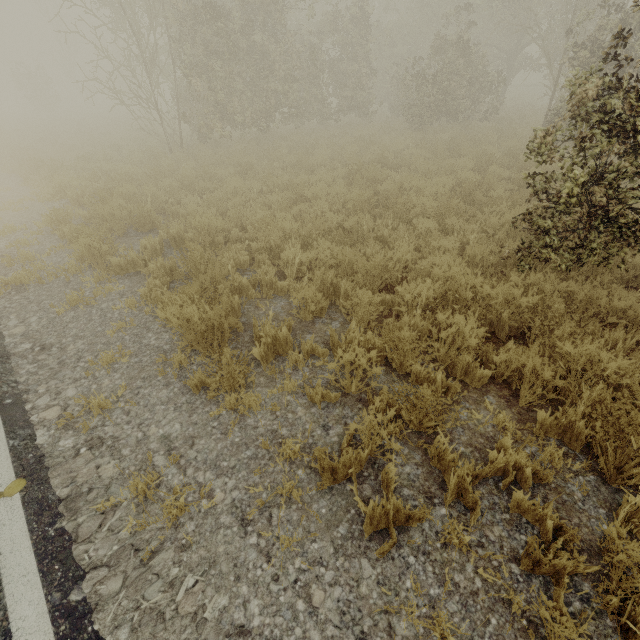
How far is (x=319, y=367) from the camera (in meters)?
3.62

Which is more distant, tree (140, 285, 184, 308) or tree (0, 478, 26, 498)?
tree (140, 285, 184, 308)

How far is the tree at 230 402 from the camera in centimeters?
311cm

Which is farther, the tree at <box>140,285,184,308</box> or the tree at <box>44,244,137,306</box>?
the tree at <box>44,244,137,306</box>

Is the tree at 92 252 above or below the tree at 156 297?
below

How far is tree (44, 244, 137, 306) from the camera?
4.9m
